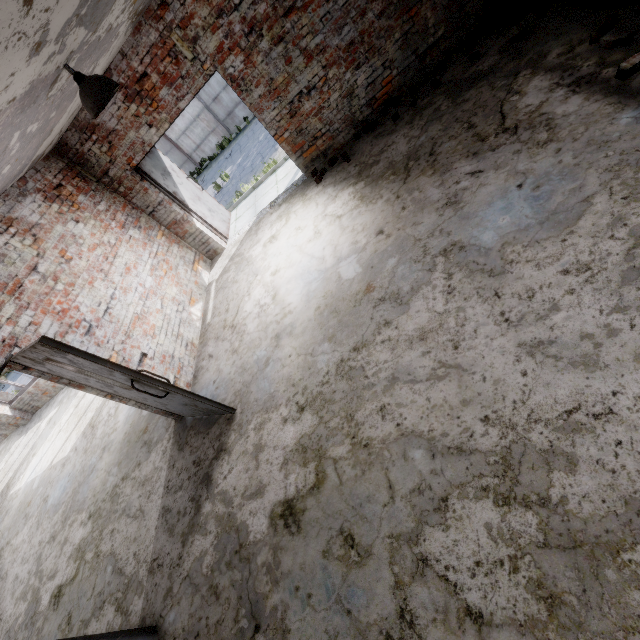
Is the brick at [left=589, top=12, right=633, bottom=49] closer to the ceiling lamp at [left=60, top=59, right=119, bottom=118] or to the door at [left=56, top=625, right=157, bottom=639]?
the ceiling lamp at [left=60, top=59, right=119, bottom=118]

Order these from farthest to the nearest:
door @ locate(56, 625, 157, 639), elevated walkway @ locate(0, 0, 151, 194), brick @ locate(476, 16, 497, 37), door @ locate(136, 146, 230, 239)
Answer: door @ locate(136, 146, 230, 239)
brick @ locate(476, 16, 497, 37)
door @ locate(56, 625, 157, 639)
elevated walkway @ locate(0, 0, 151, 194)

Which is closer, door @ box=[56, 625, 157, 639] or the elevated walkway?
the elevated walkway

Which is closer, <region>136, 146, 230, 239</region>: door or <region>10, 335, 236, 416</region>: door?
<region>10, 335, 236, 416</region>: door

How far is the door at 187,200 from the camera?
6.4 meters

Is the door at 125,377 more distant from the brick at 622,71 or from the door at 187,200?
the brick at 622,71

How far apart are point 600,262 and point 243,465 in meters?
3.8

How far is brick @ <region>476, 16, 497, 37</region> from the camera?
4.61m
